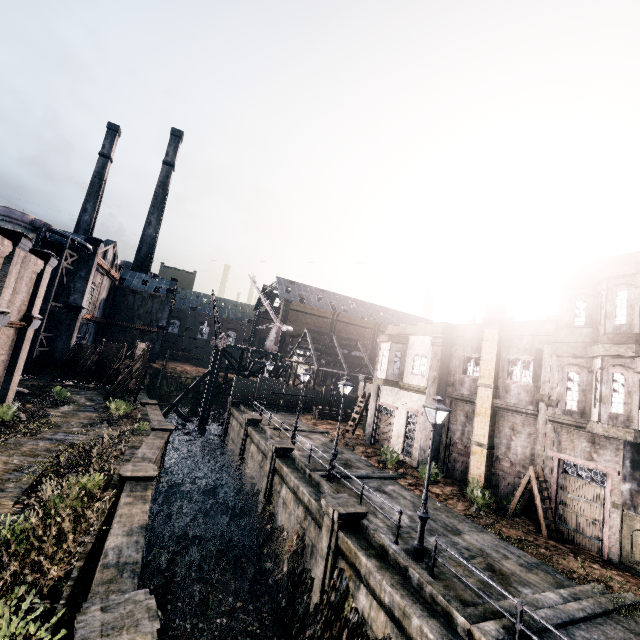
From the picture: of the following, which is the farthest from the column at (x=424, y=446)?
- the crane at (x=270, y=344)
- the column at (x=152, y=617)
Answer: the crane at (x=270, y=344)

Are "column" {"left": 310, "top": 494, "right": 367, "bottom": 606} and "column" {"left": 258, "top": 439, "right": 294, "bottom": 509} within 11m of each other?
yes

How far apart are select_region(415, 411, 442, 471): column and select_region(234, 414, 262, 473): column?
14.1 meters

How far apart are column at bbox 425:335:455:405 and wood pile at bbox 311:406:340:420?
15.63m

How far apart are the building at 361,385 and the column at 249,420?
17.9m

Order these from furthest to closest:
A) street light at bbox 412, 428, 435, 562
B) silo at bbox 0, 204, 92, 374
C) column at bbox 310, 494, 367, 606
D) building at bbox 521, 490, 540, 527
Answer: silo at bbox 0, 204, 92, 374 < building at bbox 521, 490, 540, 527 < column at bbox 310, 494, 367, 606 < street light at bbox 412, 428, 435, 562

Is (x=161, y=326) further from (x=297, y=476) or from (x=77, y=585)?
(x=77, y=585)

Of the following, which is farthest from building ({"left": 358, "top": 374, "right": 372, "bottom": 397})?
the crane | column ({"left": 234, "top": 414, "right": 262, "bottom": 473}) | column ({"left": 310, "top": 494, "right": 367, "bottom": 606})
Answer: column ({"left": 310, "top": 494, "right": 367, "bottom": 606})
